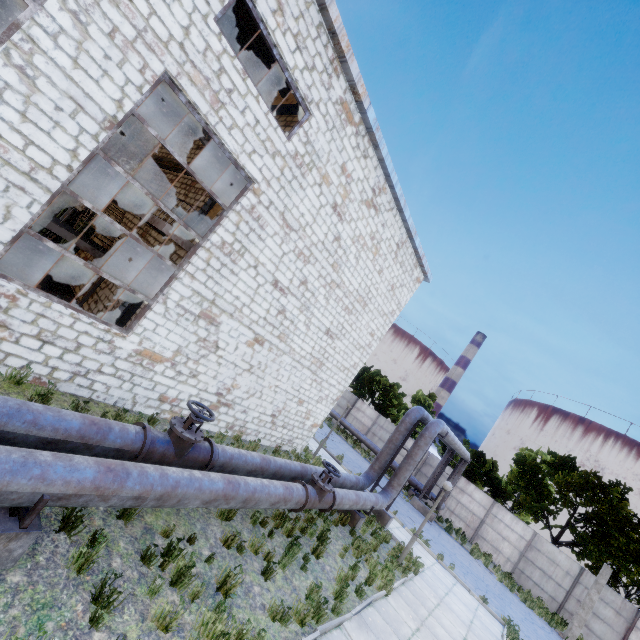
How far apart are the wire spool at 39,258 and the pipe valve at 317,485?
10.5 meters

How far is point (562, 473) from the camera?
25.00m

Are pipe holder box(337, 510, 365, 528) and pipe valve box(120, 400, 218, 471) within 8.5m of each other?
yes

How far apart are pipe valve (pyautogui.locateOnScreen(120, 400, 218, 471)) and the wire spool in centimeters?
847cm

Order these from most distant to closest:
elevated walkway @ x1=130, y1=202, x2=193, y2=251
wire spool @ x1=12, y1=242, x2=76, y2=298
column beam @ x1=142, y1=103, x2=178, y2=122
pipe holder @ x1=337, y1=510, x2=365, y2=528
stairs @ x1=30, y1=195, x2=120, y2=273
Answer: column beam @ x1=142, y1=103, x2=178, y2=122 < pipe holder @ x1=337, y1=510, x2=365, y2=528 < wire spool @ x1=12, y1=242, x2=76, y2=298 < stairs @ x1=30, y1=195, x2=120, y2=273 < elevated walkway @ x1=130, y1=202, x2=193, y2=251

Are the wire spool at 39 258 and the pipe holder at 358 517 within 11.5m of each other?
no

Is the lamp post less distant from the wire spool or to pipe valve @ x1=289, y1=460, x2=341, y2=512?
pipe valve @ x1=289, y1=460, x2=341, y2=512

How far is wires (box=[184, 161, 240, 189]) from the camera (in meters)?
10.96
